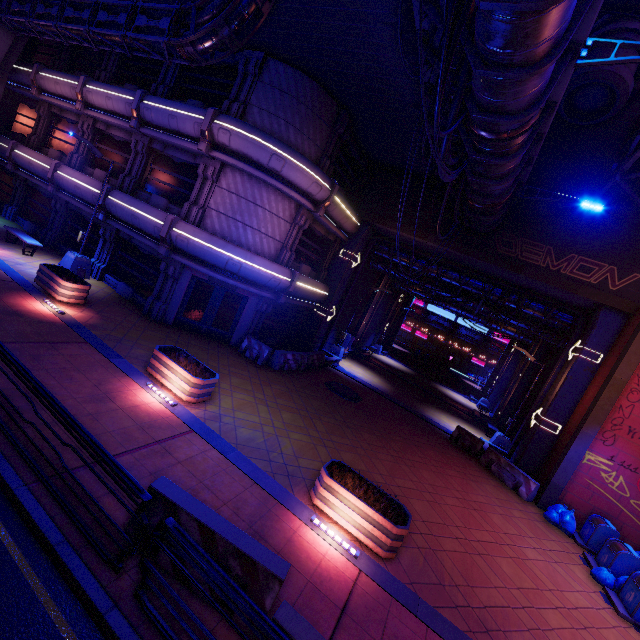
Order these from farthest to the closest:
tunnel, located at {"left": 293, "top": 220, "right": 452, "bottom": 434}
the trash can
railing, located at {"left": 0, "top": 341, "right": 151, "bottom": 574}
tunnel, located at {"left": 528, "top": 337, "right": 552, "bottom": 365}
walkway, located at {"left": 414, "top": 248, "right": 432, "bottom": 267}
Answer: tunnel, located at {"left": 528, "top": 337, "right": 552, "bottom": 365}
walkway, located at {"left": 414, "top": 248, "right": 432, "bottom": 267}
tunnel, located at {"left": 293, "top": 220, "right": 452, "bottom": 434}
the trash can
railing, located at {"left": 0, "top": 341, "right": 151, "bottom": 574}

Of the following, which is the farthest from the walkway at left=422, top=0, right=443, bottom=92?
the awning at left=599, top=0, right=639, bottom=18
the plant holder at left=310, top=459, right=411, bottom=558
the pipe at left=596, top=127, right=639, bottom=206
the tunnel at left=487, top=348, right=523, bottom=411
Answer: the tunnel at left=487, top=348, right=523, bottom=411

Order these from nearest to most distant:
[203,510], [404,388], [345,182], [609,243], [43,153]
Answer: [203,510], [609,243], [345,182], [43,153], [404,388]

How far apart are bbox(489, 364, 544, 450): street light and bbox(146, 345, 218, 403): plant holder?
16.8m

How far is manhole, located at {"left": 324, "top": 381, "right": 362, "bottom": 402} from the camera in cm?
1609

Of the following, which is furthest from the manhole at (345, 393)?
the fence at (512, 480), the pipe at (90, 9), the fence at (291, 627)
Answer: the pipe at (90, 9)

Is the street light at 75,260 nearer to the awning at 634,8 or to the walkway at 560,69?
the walkway at 560,69

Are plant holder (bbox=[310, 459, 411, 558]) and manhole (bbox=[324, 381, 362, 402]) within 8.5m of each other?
yes
